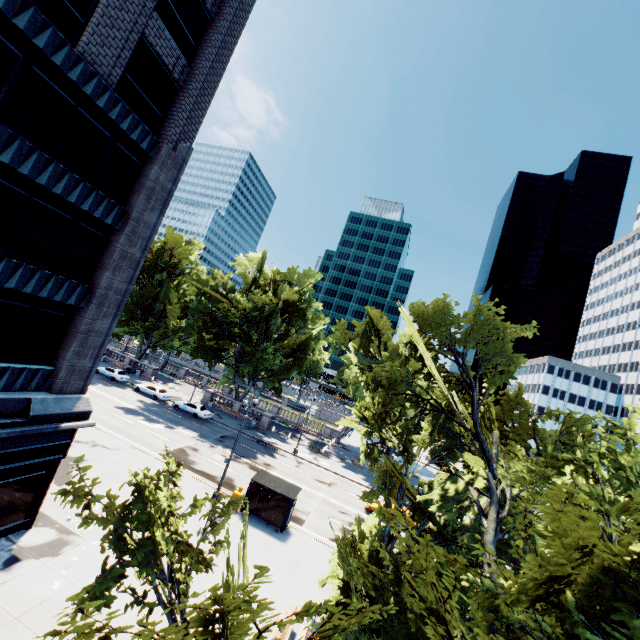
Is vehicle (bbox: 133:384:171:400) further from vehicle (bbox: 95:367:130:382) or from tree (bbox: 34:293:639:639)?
tree (bbox: 34:293:639:639)

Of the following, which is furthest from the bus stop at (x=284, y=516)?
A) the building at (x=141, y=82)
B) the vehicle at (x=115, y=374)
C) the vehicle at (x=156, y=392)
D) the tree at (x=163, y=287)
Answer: the vehicle at (x=115, y=374)

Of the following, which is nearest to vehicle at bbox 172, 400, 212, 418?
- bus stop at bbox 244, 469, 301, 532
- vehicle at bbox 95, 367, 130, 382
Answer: vehicle at bbox 95, 367, 130, 382

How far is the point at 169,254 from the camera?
53.6m

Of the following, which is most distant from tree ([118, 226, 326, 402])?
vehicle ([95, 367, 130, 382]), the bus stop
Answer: the bus stop

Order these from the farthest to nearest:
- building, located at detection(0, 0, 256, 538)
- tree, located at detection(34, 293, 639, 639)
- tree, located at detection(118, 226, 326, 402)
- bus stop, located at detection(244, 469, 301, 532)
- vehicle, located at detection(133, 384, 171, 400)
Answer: tree, located at detection(118, 226, 326, 402), vehicle, located at detection(133, 384, 171, 400), bus stop, located at detection(244, 469, 301, 532), building, located at detection(0, 0, 256, 538), tree, located at detection(34, 293, 639, 639)

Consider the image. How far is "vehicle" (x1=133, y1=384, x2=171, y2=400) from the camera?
41.8 meters

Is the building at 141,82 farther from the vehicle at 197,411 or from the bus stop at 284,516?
the vehicle at 197,411
